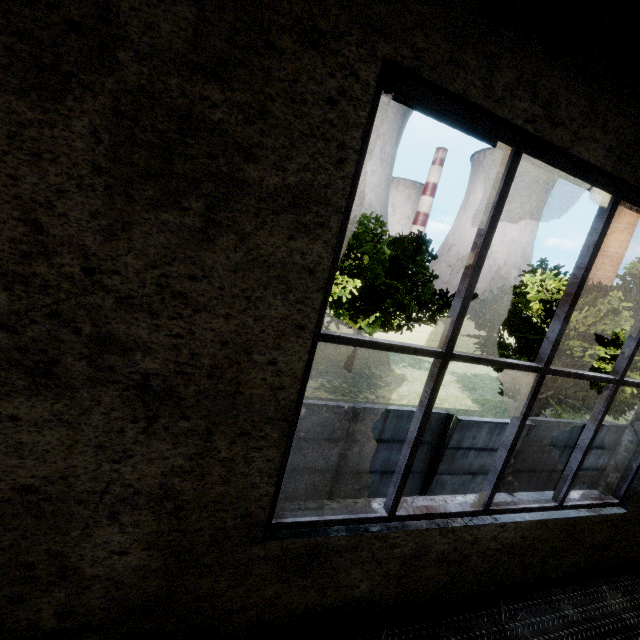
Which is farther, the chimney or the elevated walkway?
the chimney

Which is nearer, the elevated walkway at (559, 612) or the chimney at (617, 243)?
the elevated walkway at (559, 612)

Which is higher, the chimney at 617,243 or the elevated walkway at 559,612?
the chimney at 617,243

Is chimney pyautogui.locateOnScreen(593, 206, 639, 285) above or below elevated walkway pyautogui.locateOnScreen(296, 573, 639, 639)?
above

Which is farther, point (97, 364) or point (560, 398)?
point (560, 398)
